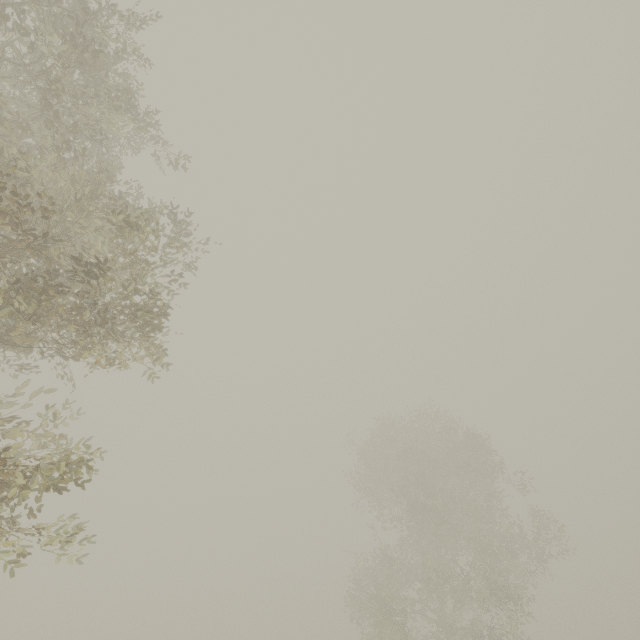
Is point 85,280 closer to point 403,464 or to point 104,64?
point 104,64
